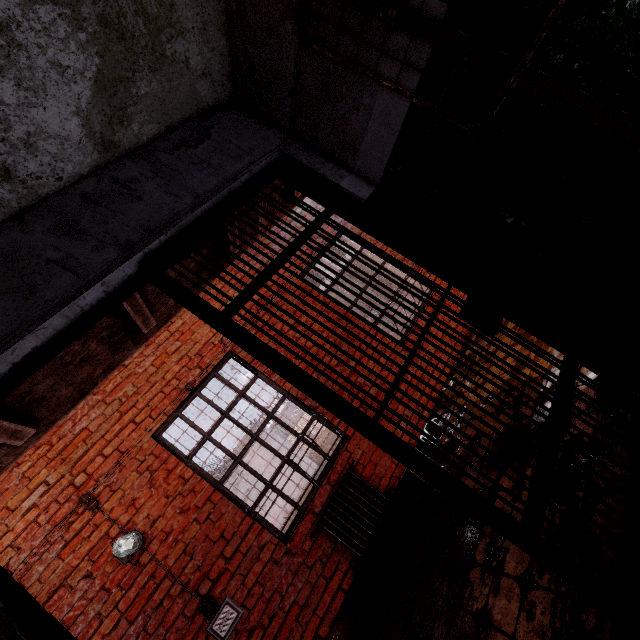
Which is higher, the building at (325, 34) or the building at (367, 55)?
the building at (325, 34)

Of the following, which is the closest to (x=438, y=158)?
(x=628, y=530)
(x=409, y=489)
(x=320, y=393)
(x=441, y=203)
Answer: (x=441, y=203)

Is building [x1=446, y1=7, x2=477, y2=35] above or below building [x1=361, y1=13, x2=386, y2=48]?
below

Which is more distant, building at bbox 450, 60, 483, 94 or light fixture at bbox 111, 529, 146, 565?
light fixture at bbox 111, 529, 146, 565

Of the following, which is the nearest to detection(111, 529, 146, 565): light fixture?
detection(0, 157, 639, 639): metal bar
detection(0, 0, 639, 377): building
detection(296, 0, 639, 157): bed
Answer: detection(0, 157, 639, 639): metal bar

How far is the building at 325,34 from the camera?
1.4 meters

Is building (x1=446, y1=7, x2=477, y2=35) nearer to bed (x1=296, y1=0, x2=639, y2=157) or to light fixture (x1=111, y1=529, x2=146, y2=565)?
bed (x1=296, y1=0, x2=639, y2=157)

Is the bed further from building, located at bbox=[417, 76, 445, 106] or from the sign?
the sign
